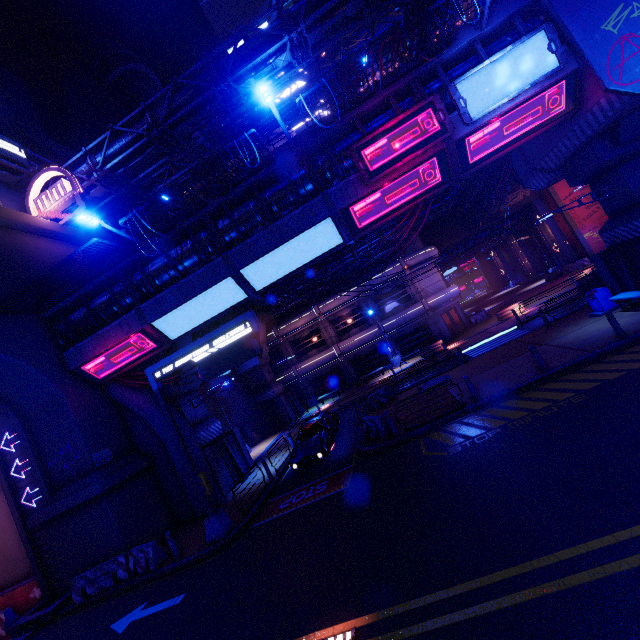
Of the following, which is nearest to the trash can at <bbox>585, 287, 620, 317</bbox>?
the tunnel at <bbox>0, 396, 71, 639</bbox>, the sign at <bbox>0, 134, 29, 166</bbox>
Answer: the tunnel at <bbox>0, 396, 71, 639</bbox>

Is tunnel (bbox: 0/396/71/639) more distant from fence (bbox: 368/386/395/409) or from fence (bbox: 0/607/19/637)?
fence (bbox: 368/386/395/409)

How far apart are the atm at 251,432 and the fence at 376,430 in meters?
15.8

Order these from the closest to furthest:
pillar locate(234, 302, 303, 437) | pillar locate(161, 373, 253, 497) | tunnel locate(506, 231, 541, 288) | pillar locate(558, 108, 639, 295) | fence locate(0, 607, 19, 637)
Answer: pillar locate(558, 108, 639, 295) → fence locate(0, 607, 19, 637) → pillar locate(161, 373, 253, 497) → pillar locate(234, 302, 303, 437) → tunnel locate(506, 231, 541, 288)

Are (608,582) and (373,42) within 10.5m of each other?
no

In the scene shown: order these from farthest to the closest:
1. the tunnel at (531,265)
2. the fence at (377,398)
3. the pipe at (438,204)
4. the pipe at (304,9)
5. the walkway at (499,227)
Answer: the tunnel at (531,265), the walkway at (499,227), the pipe at (438,204), the fence at (377,398), the pipe at (304,9)

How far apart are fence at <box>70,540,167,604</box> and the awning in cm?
2408

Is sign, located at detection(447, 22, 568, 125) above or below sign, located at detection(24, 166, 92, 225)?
below
